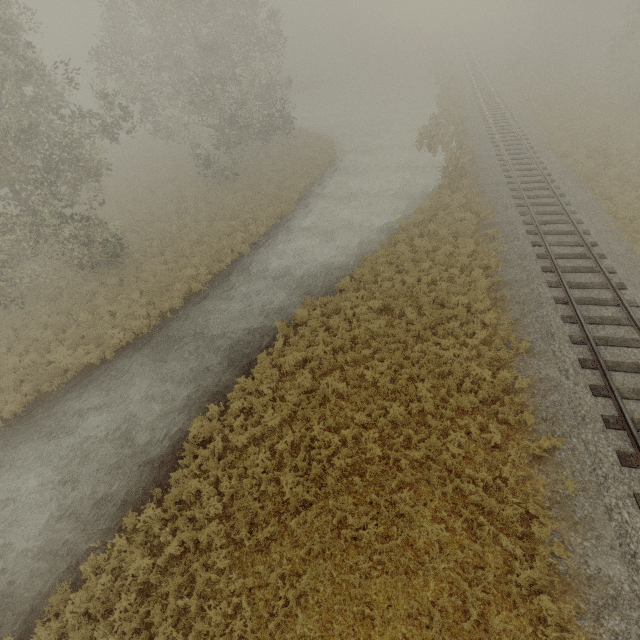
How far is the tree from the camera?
21.64m

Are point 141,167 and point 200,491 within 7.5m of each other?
no

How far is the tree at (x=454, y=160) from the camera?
21.6m
